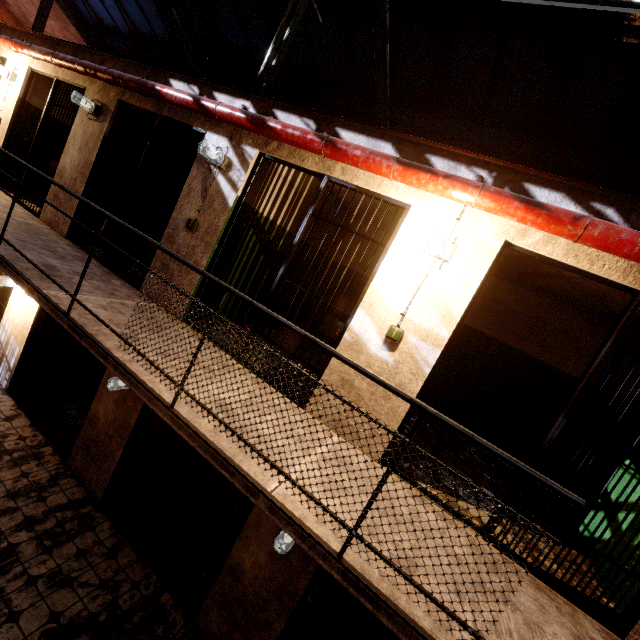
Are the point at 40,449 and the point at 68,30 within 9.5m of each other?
no

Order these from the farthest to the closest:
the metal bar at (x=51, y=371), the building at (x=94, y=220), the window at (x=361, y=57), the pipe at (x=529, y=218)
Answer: the window at (x=361, y=57)
the building at (x=94, y=220)
the metal bar at (x=51, y=371)
the pipe at (x=529, y=218)

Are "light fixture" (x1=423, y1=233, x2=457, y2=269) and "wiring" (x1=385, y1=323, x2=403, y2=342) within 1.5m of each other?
yes

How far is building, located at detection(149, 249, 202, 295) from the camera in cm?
421

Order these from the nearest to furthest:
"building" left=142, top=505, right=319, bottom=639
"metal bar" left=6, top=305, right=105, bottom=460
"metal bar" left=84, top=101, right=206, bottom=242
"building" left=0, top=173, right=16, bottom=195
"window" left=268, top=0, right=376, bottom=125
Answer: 1. "building" left=142, top=505, right=319, bottom=639
2. "metal bar" left=84, top=101, right=206, bottom=242
3. "metal bar" left=6, top=305, right=105, bottom=460
4. "window" left=268, top=0, right=376, bottom=125
5. "building" left=0, top=173, right=16, bottom=195

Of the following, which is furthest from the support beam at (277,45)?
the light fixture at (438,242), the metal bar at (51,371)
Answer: the metal bar at (51,371)

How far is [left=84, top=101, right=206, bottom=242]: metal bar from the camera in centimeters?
445cm

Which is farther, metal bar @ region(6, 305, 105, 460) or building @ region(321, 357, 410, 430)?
metal bar @ region(6, 305, 105, 460)
